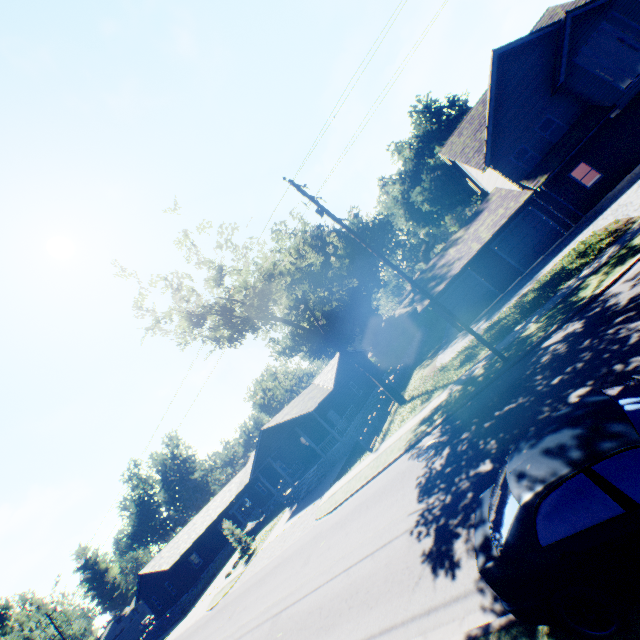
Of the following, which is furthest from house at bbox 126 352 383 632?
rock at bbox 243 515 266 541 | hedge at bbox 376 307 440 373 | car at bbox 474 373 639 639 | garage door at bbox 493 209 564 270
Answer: car at bbox 474 373 639 639

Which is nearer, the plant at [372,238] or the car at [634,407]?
the car at [634,407]

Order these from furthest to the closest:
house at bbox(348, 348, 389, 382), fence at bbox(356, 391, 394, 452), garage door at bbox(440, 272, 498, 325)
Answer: house at bbox(348, 348, 389, 382), garage door at bbox(440, 272, 498, 325), fence at bbox(356, 391, 394, 452)

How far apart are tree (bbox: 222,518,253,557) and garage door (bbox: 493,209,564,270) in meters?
32.1 m

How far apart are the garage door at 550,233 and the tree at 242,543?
32.1 meters

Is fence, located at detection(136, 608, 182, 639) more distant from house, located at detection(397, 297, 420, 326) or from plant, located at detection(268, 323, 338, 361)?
house, located at detection(397, 297, 420, 326)

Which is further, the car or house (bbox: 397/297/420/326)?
house (bbox: 397/297/420/326)

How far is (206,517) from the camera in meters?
44.4
